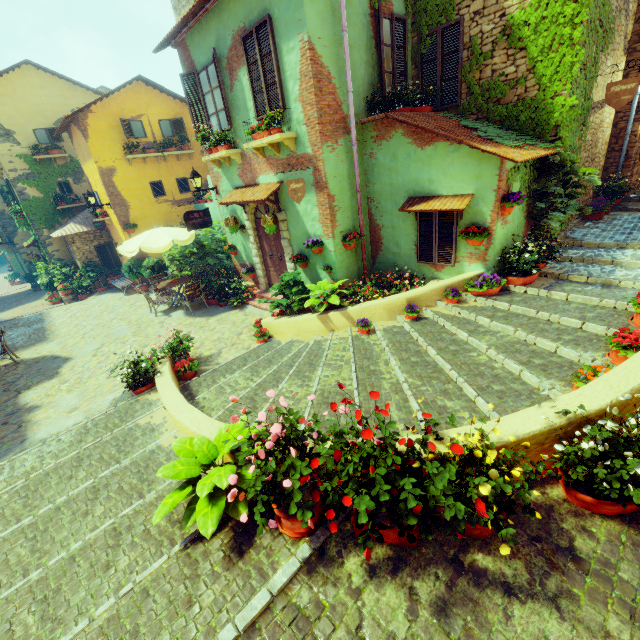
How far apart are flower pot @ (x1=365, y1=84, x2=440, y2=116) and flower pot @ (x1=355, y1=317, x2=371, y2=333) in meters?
4.9 m

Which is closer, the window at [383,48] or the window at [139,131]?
the window at [383,48]

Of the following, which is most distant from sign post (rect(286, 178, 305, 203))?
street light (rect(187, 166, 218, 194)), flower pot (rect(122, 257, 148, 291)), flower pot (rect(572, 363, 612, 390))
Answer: flower pot (rect(122, 257, 148, 291))

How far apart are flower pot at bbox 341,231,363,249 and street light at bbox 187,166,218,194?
5.4m

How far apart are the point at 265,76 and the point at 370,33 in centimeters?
251cm

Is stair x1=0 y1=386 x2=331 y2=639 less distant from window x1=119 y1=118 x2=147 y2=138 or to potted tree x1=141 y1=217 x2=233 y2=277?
window x1=119 y1=118 x2=147 y2=138

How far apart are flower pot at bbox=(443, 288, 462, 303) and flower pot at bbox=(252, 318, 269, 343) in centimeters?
434cm

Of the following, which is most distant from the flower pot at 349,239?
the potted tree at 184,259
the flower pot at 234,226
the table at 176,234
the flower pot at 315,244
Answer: the potted tree at 184,259
